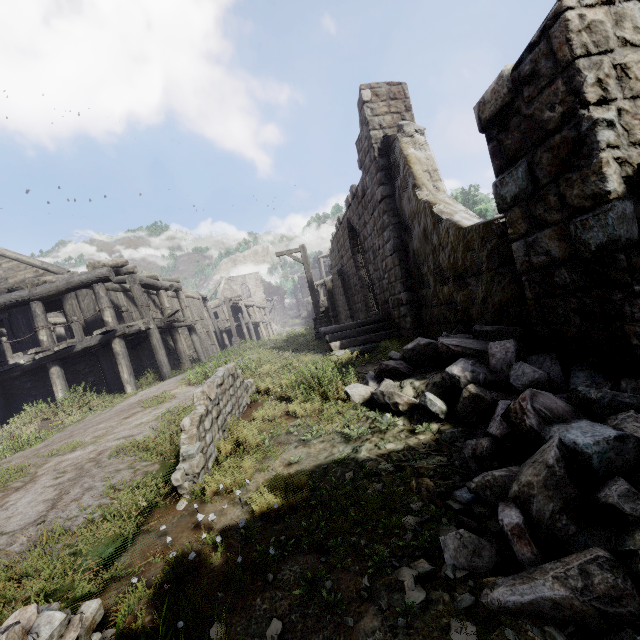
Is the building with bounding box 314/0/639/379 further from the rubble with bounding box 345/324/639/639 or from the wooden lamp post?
the wooden lamp post

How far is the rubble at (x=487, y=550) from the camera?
2.0 meters

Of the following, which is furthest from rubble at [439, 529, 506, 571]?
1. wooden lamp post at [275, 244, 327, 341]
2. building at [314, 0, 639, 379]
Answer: wooden lamp post at [275, 244, 327, 341]

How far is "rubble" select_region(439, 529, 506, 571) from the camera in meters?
2.0

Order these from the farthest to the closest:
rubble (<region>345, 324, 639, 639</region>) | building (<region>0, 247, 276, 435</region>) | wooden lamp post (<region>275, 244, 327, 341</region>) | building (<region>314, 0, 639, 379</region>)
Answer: wooden lamp post (<region>275, 244, 327, 341</region>) < building (<region>0, 247, 276, 435</region>) < building (<region>314, 0, 639, 379</region>) < rubble (<region>345, 324, 639, 639</region>)

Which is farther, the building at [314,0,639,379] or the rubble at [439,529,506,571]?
the building at [314,0,639,379]

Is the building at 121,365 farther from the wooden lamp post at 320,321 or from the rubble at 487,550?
the wooden lamp post at 320,321

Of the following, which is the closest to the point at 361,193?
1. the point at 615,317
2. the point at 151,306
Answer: the point at 615,317
